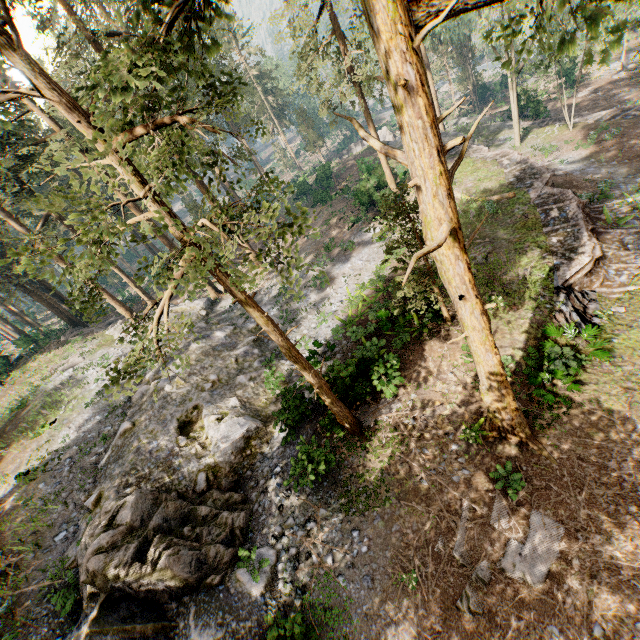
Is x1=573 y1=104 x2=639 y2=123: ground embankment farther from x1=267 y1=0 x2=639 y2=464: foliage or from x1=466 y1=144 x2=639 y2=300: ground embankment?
x1=466 y1=144 x2=639 y2=300: ground embankment

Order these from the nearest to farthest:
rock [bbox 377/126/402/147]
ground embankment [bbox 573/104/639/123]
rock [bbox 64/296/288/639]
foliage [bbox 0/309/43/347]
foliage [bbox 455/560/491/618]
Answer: foliage [bbox 455/560/491/618] < rock [bbox 64/296/288/639] < ground embankment [bbox 573/104/639/123] < foliage [bbox 0/309/43/347] < rock [bbox 377/126/402/147]

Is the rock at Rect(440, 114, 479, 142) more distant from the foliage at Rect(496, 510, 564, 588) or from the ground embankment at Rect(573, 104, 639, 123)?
the ground embankment at Rect(573, 104, 639, 123)

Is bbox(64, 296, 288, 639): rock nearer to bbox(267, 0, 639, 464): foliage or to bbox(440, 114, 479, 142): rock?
bbox(267, 0, 639, 464): foliage

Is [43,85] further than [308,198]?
No

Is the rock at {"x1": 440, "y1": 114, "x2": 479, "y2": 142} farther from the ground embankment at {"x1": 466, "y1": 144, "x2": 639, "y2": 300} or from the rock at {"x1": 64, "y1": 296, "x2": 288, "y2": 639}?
the rock at {"x1": 64, "y1": 296, "x2": 288, "y2": 639}

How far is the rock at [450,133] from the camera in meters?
37.7

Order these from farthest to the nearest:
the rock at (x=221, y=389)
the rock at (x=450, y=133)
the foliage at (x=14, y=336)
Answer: the rock at (x=450, y=133), the foliage at (x=14, y=336), the rock at (x=221, y=389)
